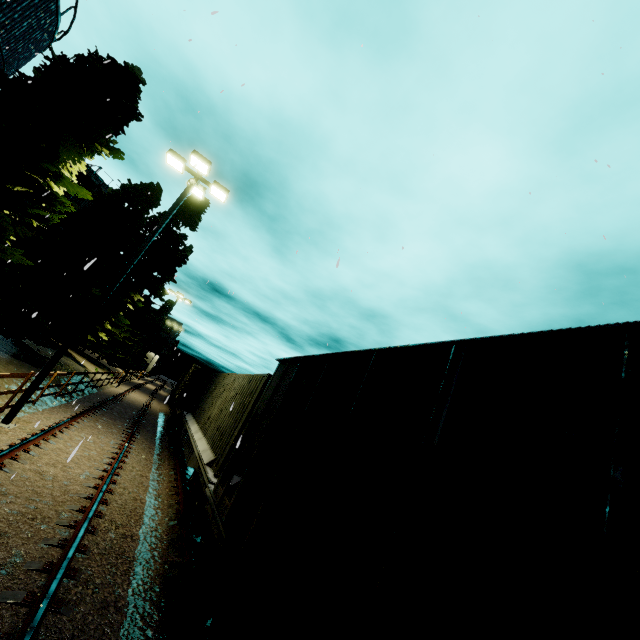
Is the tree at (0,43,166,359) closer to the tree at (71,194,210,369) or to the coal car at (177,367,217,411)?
the tree at (71,194,210,369)

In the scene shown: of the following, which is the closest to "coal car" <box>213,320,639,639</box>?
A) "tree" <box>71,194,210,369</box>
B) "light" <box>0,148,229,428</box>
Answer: "light" <box>0,148,229,428</box>

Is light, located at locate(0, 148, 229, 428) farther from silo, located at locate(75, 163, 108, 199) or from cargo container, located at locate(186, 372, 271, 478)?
silo, located at locate(75, 163, 108, 199)

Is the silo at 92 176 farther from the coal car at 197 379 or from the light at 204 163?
the coal car at 197 379

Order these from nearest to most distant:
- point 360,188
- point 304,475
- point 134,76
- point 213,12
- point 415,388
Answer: point 415,388
point 304,475
point 213,12
point 360,188
point 134,76

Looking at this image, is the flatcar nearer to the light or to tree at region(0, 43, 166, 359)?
the light

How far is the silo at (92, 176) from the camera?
22.92m

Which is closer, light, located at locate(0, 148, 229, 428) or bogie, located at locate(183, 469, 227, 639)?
bogie, located at locate(183, 469, 227, 639)
